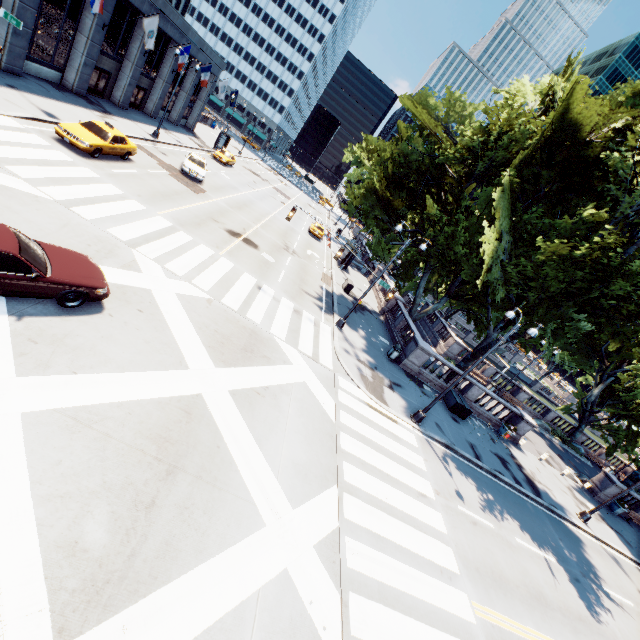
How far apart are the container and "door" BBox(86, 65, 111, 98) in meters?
37.5

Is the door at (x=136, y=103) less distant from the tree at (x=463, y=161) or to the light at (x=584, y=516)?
the tree at (x=463, y=161)

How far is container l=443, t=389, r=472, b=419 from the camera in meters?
21.0

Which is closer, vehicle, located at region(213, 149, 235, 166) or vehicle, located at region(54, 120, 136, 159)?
vehicle, located at region(54, 120, 136, 159)

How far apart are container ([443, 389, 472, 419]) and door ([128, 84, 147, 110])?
40.2 meters

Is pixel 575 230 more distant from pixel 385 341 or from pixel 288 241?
pixel 288 241

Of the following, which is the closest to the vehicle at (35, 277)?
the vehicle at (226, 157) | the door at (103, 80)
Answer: the door at (103, 80)

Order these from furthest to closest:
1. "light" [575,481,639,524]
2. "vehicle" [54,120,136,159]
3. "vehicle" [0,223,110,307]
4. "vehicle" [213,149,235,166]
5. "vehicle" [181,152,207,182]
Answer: "vehicle" [213,149,235,166]
"vehicle" [181,152,207,182]
"light" [575,481,639,524]
"vehicle" [54,120,136,159]
"vehicle" [0,223,110,307]
